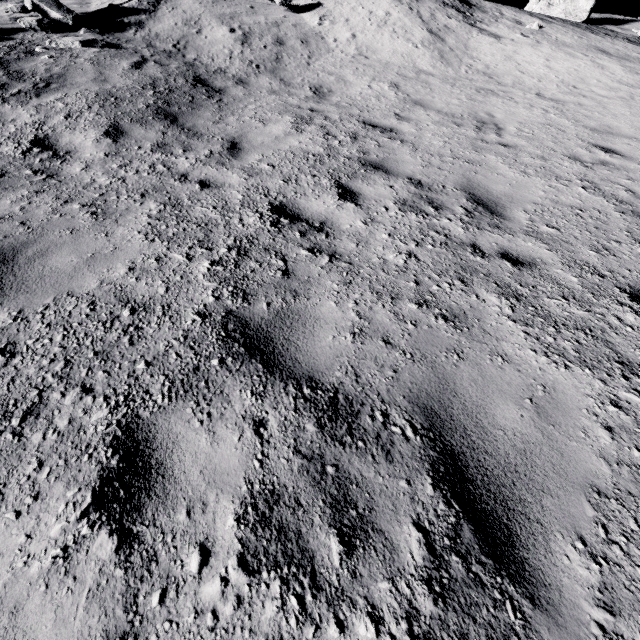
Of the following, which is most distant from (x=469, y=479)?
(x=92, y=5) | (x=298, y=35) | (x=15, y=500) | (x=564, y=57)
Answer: (x=92, y=5)

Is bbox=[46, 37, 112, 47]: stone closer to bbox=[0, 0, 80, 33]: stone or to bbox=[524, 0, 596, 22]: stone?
bbox=[0, 0, 80, 33]: stone

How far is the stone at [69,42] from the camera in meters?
7.6

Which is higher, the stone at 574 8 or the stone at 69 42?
the stone at 574 8

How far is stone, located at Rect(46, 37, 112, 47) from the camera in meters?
7.6 m

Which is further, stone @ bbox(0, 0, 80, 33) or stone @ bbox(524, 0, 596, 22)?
stone @ bbox(524, 0, 596, 22)

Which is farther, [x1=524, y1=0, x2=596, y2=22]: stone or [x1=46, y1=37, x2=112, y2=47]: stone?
[x1=524, y1=0, x2=596, y2=22]: stone

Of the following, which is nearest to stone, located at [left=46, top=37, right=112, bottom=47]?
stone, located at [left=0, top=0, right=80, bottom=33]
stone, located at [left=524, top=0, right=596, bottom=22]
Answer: stone, located at [left=0, top=0, right=80, bottom=33]
